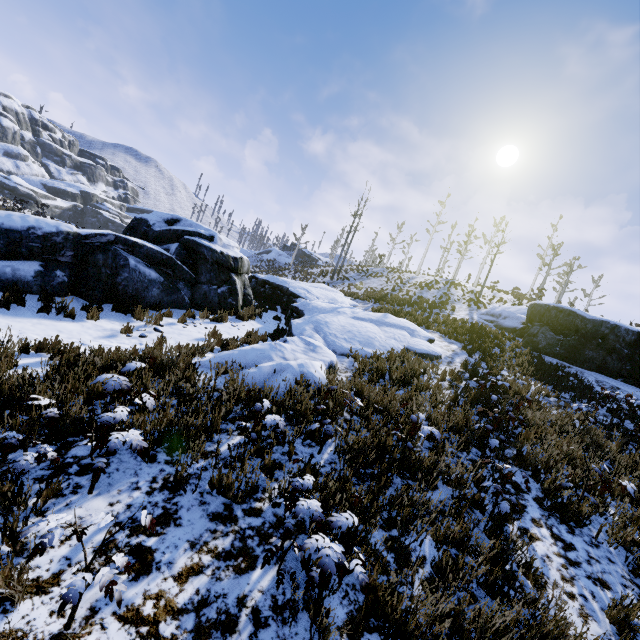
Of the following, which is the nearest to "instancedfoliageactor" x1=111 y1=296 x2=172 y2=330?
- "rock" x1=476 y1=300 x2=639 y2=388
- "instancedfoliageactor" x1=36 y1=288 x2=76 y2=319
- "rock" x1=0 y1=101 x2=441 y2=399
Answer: "rock" x1=0 y1=101 x2=441 y2=399

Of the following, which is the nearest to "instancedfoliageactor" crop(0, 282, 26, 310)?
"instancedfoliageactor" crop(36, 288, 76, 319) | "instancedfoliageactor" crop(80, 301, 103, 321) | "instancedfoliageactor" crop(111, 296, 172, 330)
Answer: Result: "instancedfoliageactor" crop(36, 288, 76, 319)

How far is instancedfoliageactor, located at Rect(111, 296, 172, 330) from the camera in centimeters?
890cm

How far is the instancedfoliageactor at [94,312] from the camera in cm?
822

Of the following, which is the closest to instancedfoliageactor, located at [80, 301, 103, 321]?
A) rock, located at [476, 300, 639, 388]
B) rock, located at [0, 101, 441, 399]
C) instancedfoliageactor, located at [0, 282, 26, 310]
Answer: rock, located at [0, 101, 441, 399]

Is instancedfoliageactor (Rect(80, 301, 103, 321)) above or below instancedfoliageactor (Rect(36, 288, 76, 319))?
below

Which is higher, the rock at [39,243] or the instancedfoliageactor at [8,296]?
the rock at [39,243]

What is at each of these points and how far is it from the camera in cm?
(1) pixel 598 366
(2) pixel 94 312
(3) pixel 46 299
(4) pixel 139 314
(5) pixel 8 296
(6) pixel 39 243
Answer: (1) rock, 1407
(2) instancedfoliageactor, 827
(3) instancedfoliageactor, 793
(4) instancedfoliageactor, 921
(5) instancedfoliageactor, 738
(6) rock, 836
